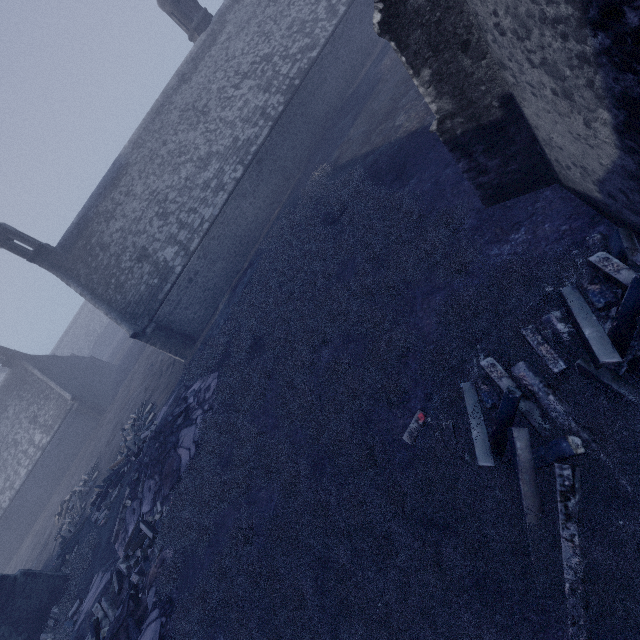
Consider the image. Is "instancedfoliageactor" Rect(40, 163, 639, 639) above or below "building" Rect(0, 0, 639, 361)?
below

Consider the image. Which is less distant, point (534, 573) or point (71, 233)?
point (534, 573)

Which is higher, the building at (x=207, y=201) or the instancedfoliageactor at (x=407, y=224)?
the building at (x=207, y=201)
